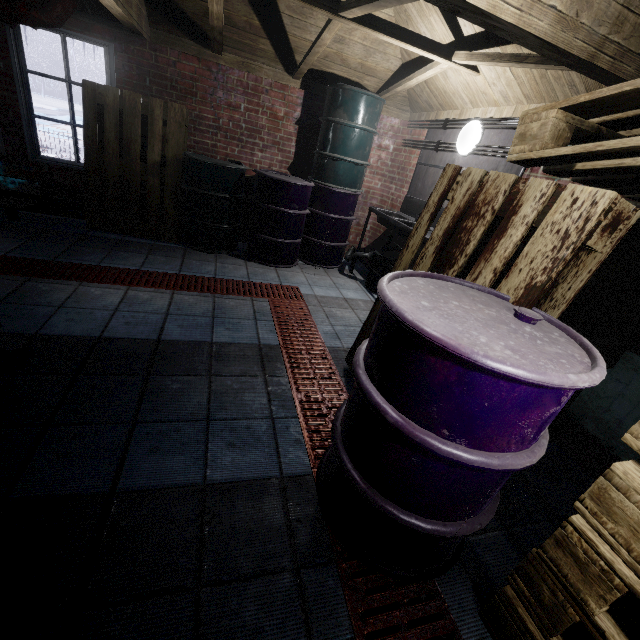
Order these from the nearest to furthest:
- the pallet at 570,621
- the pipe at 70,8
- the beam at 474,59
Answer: the pallet at 570,621
the beam at 474,59
the pipe at 70,8

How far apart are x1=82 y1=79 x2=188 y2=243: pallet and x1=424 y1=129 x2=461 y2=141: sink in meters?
2.1 m

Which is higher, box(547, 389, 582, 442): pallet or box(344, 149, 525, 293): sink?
box(344, 149, 525, 293): sink

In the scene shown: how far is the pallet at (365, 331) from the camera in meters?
2.3 m

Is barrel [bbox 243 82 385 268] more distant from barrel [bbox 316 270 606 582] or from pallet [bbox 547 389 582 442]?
barrel [bbox 316 270 606 582]

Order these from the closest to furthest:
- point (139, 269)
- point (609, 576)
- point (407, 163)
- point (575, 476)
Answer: point (609, 576), point (575, 476), point (139, 269), point (407, 163)

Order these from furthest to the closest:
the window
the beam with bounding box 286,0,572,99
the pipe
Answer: the window < the pipe < the beam with bounding box 286,0,572,99

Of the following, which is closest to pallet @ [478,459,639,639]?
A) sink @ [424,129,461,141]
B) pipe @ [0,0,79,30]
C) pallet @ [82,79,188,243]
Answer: sink @ [424,129,461,141]
